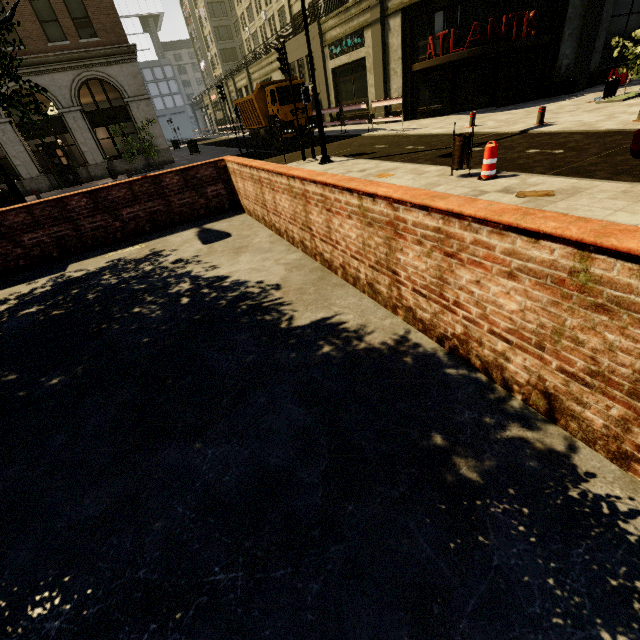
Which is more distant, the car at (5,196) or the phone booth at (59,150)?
the phone booth at (59,150)

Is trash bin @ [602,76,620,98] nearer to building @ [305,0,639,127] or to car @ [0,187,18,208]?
building @ [305,0,639,127]

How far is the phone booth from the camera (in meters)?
20.28

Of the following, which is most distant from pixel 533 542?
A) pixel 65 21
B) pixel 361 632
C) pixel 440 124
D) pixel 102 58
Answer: pixel 65 21

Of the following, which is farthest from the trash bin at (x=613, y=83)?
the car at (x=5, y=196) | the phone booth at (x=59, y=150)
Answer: the phone booth at (x=59, y=150)

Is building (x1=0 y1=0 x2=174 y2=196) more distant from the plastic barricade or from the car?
the car

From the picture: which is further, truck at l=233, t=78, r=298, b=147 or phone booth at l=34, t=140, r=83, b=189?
phone booth at l=34, t=140, r=83, b=189

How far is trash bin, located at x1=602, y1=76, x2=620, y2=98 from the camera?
13.71m
